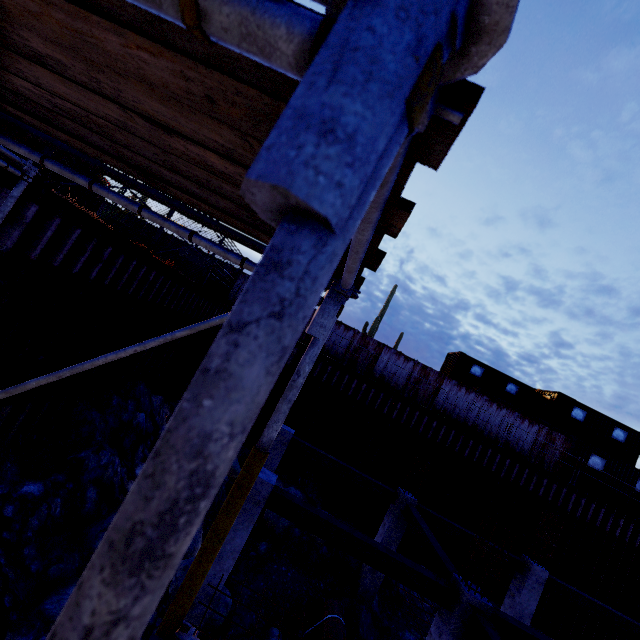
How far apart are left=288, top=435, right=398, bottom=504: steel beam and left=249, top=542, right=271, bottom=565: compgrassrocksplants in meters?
3.3

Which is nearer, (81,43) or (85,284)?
(81,43)

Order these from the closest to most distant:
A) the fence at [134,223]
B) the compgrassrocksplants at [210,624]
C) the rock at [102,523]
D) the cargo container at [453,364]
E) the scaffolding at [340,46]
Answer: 1. the scaffolding at [340,46]
2. the rock at [102,523]
3. the compgrassrocksplants at [210,624]
4. the fence at [134,223]
5. the cargo container at [453,364]

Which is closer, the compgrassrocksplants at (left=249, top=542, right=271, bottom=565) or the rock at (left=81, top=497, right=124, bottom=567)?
the rock at (left=81, top=497, right=124, bottom=567)

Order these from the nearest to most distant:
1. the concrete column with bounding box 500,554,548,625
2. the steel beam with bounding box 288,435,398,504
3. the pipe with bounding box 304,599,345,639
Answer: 1. the pipe with bounding box 304,599,345,639
2. the concrete column with bounding box 500,554,548,625
3. the steel beam with bounding box 288,435,398,504

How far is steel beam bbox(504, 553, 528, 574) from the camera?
11.2m

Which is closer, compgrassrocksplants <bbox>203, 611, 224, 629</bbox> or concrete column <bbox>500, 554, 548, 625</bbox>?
compgrassrocksplants <bbox>203, 611, 224, 629</bbox>

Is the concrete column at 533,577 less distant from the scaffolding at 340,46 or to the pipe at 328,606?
the pipe at 328,606
